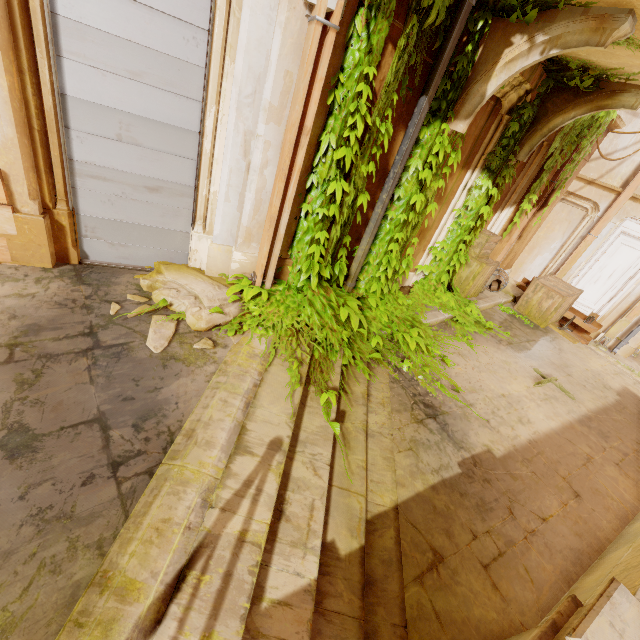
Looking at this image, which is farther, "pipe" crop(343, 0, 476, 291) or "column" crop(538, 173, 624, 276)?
"column" crop(538, 173, 624, 276)

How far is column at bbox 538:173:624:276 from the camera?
10.41m

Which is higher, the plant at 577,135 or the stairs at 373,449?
the plant at 577,135

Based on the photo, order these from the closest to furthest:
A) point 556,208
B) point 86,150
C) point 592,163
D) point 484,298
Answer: point 86,150
point 484,298
point 592,163
point 556,208

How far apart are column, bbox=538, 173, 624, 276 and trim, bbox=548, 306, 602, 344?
3.52m

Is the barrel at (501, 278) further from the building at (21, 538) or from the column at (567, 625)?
the column at (567, 625)

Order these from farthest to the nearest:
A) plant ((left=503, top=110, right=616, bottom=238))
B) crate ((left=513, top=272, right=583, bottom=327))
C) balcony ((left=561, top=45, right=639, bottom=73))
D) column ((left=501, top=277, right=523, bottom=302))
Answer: column ((left=501, top=277, right=523, bottom=302)), crate ((left=513, top=272, right=583, bottom=327)), plant ((left=503, top=110, right=616, bottom=238)), balcony ((left=561, top=45, right=639, bottom=73))

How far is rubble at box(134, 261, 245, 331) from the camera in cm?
346
